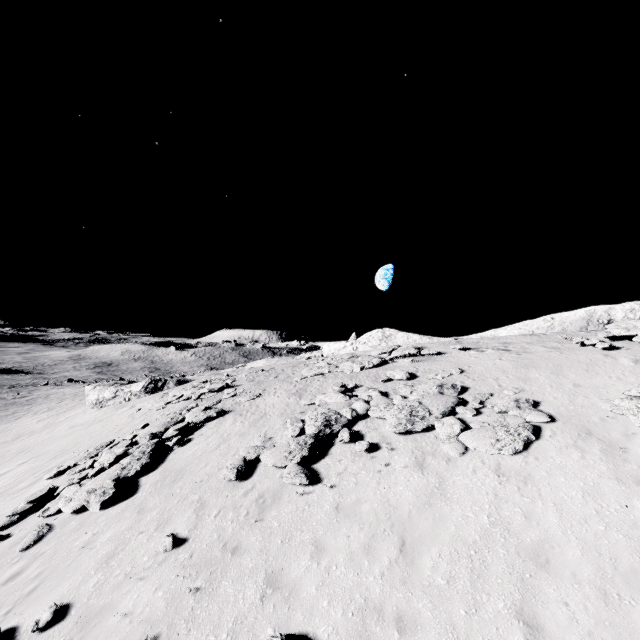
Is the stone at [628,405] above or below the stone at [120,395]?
above

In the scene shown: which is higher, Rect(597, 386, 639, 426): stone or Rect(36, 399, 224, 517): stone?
Rect(597, 386, 639, 426): stone

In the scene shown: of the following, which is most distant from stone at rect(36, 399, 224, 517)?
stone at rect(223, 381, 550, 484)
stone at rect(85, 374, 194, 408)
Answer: stone at rect(85, 374, 194, 408)

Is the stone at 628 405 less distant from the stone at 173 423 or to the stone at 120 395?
the stone at 173 423

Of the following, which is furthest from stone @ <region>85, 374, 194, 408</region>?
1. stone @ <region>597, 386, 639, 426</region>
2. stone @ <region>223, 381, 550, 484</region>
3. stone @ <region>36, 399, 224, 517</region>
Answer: stone @ <region>597, 386, 639, 426</region>

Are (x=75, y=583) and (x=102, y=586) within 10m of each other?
yes

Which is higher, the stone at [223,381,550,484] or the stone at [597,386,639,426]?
the stone at [597,386,639,426]

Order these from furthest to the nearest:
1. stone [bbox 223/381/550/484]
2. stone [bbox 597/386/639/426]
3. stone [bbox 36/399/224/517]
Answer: stone [bbox 36/399/224/517], stone [bbox 223/381/550/484], stone [bbox 597/386/639/426]
